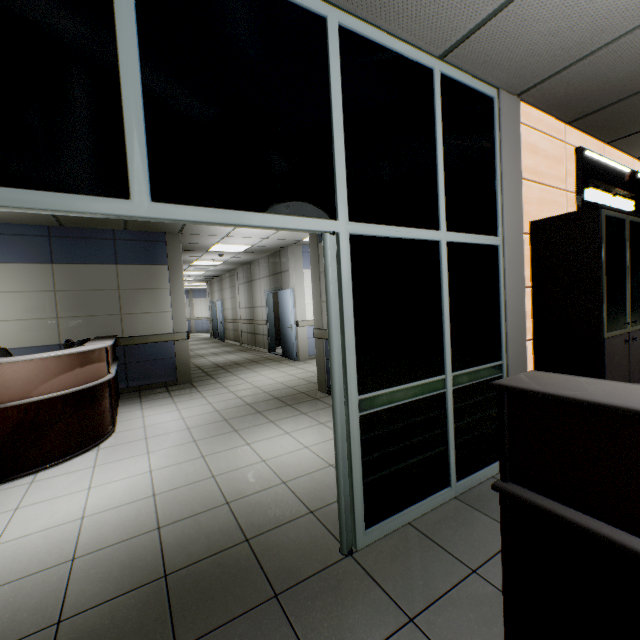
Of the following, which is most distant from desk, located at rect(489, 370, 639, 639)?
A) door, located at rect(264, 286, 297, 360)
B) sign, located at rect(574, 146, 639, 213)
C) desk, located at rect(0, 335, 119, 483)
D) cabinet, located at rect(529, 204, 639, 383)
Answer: door, located at rect(264, 286, 297, 360)

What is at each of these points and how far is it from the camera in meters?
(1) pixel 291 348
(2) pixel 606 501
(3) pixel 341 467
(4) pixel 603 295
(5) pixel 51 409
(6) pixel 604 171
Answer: (1) door, 9.1 m
(2) desk, 1.1 m
(3) door, 2.0 m
(4) cabinet, 2.6 m
(5) desk, 3.4 m
(6) sign, 3.8 m

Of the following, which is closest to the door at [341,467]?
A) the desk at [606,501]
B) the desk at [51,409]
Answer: the desk at [606,501]

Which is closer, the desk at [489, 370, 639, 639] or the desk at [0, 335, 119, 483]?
the desk at [489, 370, 639, 639]

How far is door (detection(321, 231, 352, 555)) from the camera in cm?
191

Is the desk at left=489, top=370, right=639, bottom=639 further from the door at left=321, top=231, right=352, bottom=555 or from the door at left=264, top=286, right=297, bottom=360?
the door at left=264, top=286, right=297, bottom=360

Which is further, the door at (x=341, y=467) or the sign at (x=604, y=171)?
the sign at (x=604, y=171)

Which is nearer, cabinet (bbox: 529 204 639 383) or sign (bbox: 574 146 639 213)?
cabinet (bbox: 529 204 639 383)
